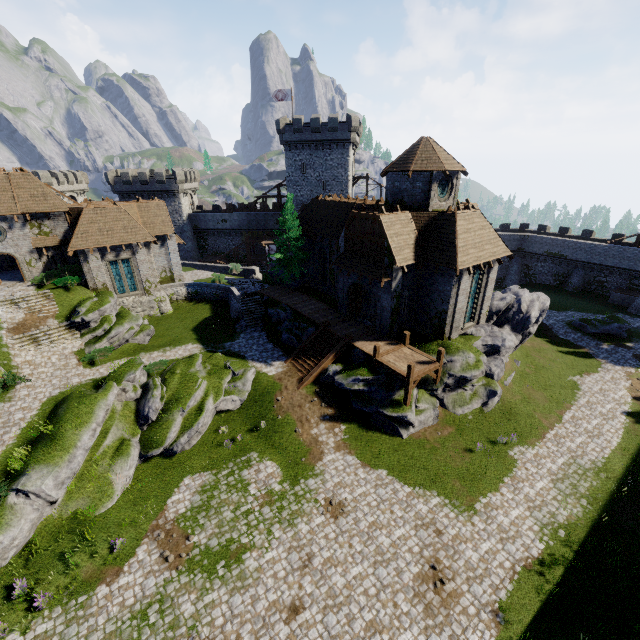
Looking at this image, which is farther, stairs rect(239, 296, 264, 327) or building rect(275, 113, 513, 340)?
stairs rect(239, 296, 264, 327)

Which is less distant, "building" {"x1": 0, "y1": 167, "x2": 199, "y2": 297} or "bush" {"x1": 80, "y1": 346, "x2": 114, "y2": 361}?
"bush" {"x1": 80, "y1": 346, "x2": 114, "y2": 361}

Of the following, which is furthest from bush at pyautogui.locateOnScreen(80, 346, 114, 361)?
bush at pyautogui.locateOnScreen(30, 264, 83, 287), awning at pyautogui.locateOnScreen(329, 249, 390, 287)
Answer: awning at pyautogui.locateOnScreen(329, 249, 390, 287)

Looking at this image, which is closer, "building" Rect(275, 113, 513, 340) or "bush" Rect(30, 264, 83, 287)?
"building" Rect(275, 113, 513, 340)

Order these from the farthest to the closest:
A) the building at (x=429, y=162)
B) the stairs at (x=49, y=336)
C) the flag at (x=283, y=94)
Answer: the flag at (x=283, y=94) → the stairs at (x=49, y=336) → the building at (x=429, y=162)

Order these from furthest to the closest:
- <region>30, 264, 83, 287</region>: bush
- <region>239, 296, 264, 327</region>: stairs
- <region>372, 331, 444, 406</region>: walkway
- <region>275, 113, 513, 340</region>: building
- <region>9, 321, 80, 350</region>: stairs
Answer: <region>239, 296, 264, 327</region>: stairs
<region>30, 264, 83, 287</region>: bush
<region>9, 321, 80, 350</region>: stairs
<region>275, 113, 513, 340</region>: building
<region>372, 331, 444, 406</region>: walkway

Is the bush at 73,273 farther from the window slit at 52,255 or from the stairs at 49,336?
the stairs at 49,336

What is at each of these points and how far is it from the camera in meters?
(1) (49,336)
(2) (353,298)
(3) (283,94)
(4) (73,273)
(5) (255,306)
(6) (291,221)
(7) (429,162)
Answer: (1) stairs, 25.5 m
(2) double door, 27.5 m
(3) flag, 45.6 m
(4) bush, 30.4 m
(5) stairs, 32.8 m
(6) tree, 33.0 m
(7) building, 23.0 m
